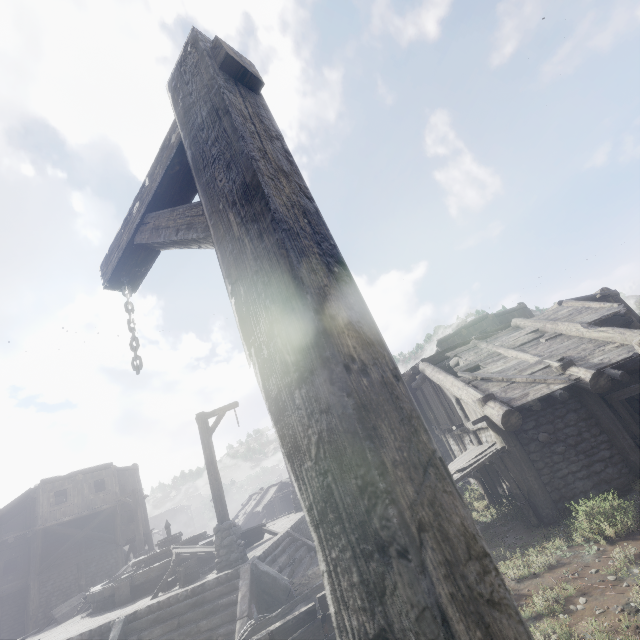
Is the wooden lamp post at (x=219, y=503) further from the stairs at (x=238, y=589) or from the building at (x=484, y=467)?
the building at (x=484, y=467)

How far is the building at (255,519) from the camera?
28.02m

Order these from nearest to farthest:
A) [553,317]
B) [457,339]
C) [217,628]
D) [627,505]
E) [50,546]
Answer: [627,505]
[217,628]
[553,317]
[50,546]
[457,339]

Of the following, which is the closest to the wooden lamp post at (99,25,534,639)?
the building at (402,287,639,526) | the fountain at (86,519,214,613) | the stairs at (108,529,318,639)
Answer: the building at (402,287,639,526)

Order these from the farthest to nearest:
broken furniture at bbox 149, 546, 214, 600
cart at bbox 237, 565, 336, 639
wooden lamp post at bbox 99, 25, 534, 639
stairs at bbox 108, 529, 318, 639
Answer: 1. broken furniture at bbox 149, 546, 214, 600
2. stairs at bbox 108, 529, 318, 639
3. cart at bbox 237, 565, 336, 639
4. wooden lamp post at bbox 99, 25, 534, 639

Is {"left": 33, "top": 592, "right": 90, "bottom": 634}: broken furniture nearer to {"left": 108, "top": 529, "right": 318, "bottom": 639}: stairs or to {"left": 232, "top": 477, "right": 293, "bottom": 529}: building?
{"left": 108, "top": 529, "right": 318, "bottom": 639}: stairs

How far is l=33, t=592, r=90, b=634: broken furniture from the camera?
13.20m

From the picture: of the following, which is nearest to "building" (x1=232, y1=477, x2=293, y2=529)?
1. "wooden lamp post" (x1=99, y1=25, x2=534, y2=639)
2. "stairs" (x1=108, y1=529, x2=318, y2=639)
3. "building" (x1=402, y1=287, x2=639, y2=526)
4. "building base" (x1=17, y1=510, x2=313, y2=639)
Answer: "building" (x1=402, y1=287, x2=639, y2=526)
